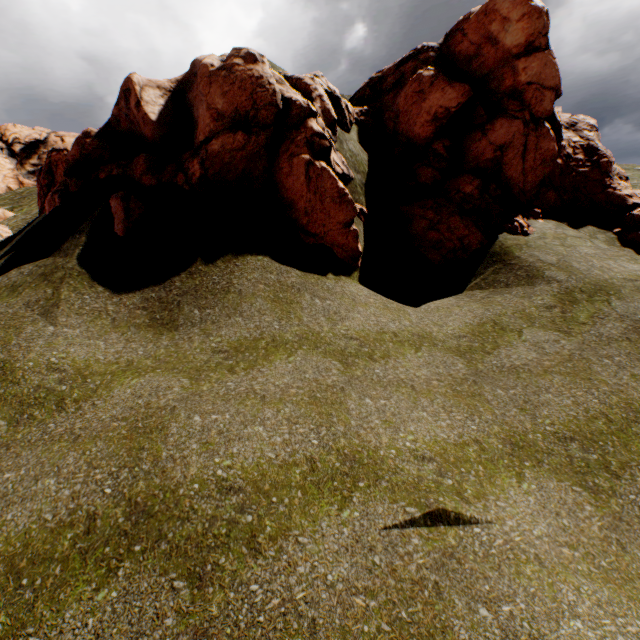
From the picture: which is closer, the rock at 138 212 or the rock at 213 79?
the rock at 138 212

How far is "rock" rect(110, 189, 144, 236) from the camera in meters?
8.8

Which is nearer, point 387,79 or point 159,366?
point 159,366

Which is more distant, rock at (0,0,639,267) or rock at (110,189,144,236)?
rock at (0,0,639,267)

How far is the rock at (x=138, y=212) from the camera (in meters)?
8.80
